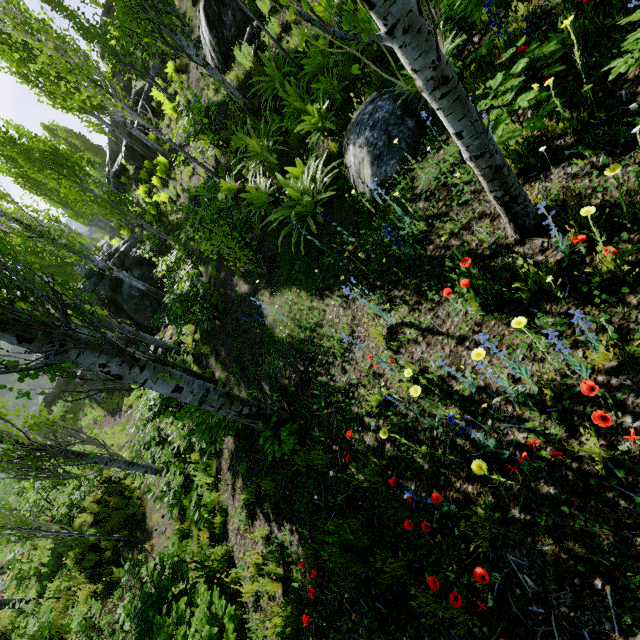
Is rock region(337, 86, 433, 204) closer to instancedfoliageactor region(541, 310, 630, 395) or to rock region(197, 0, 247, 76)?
instancedfoliageactor region(541, 310, 630, 395)

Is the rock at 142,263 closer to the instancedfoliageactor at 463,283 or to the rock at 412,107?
the instancedfoliageactor at 463,283

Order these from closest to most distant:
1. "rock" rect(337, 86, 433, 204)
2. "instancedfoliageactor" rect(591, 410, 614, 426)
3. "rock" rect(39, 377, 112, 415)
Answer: "instancedfoliageactor" rect(591, 410, 614, 426), "rock" rect(337, 86, 433, 204), "rock" rect(39, 377, 112, 415)

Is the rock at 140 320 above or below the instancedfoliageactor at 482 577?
above

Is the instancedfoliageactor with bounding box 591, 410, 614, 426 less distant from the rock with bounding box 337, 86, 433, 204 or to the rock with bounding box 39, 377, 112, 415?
the rock with bounding box 337, 86, 433, 204

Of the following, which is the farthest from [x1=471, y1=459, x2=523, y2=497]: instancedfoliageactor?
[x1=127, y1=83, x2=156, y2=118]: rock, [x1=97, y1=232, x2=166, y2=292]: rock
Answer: [x1=97, y1=232, x2=166, y2=292]: rock

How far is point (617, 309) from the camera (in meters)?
2.05

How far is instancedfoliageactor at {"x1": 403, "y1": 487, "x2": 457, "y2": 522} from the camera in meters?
2.3
